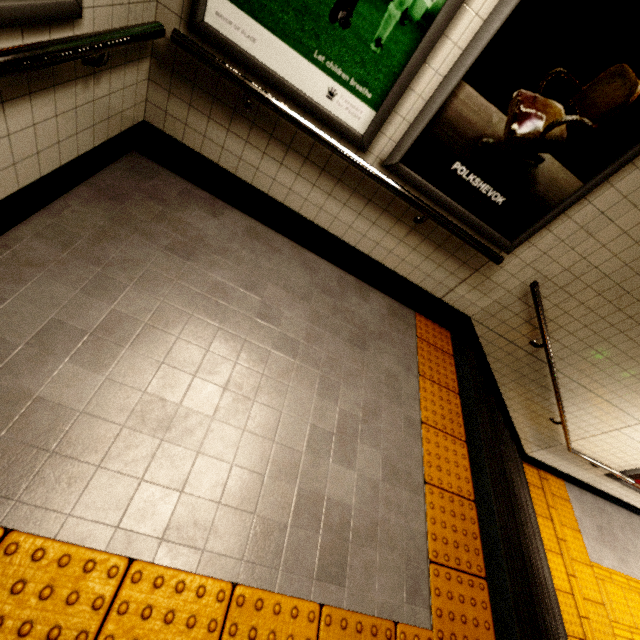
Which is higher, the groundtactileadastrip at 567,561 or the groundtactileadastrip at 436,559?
the groundtactileadastrip at 436,559

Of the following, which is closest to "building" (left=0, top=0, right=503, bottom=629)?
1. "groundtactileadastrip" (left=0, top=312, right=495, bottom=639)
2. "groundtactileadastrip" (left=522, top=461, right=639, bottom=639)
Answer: "groundtactileadastrip" (left=0, top=312, right=495, bottom=639)

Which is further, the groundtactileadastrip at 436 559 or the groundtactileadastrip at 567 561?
the groundtactileadastrip at 567 561

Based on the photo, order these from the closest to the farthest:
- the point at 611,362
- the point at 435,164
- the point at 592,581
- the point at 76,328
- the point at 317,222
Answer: the point at 76,328, the point at 435,164, the point at 317,222, the point at 611,362, the point at 592,581

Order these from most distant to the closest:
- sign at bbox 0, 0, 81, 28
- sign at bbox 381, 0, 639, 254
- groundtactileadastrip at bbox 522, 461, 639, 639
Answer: groundtactileadastrip at bbox 522, 461, 639, 639
sign at bbox 381, 0, 639, 254
sign at bbox 0, 0, 81, 28

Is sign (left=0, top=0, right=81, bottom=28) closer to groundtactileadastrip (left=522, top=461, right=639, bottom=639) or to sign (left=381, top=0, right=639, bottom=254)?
sign (left=381, top=0, right=639, bottom=254)

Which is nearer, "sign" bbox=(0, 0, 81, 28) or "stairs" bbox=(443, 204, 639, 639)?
"sign" bbox=(0, 0, 81, 28)

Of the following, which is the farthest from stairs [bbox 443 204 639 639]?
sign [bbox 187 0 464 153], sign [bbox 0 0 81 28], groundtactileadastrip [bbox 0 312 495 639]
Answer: sign [bbox 0 0 81 28]
